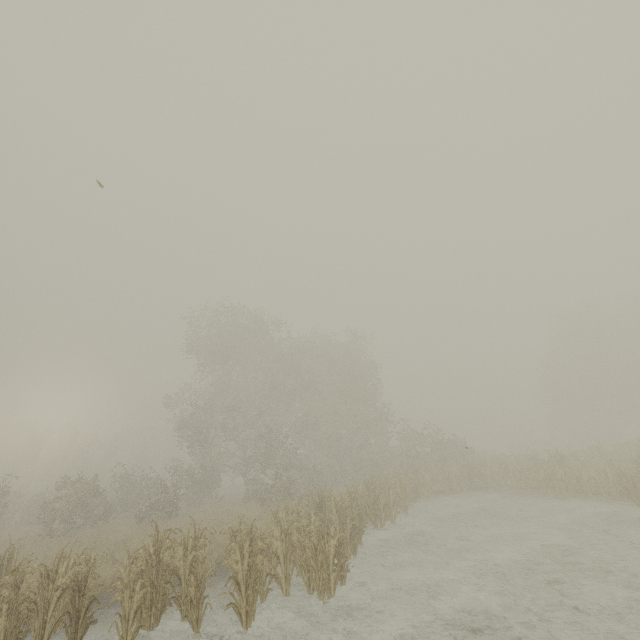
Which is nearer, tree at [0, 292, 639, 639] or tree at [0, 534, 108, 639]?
tree at [0, 534, 108, 639]

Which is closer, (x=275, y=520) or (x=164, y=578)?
(x=164, y=578)

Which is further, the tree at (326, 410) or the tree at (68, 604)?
the tree at (326, 410)
